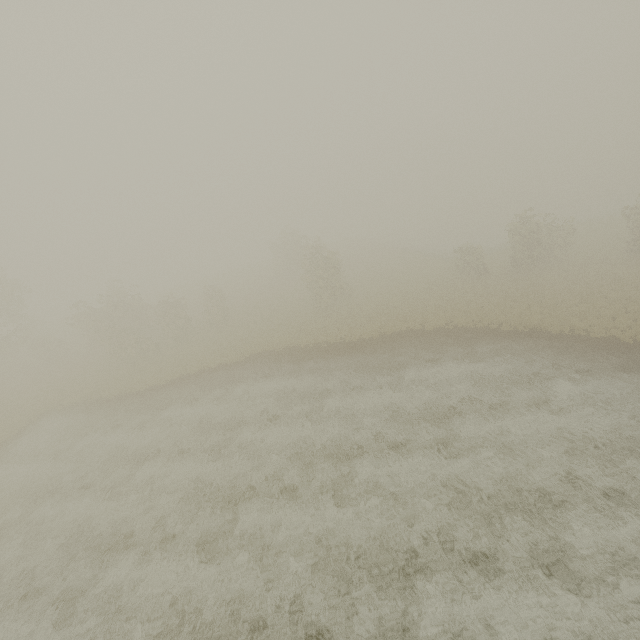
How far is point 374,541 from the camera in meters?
11.0 m
